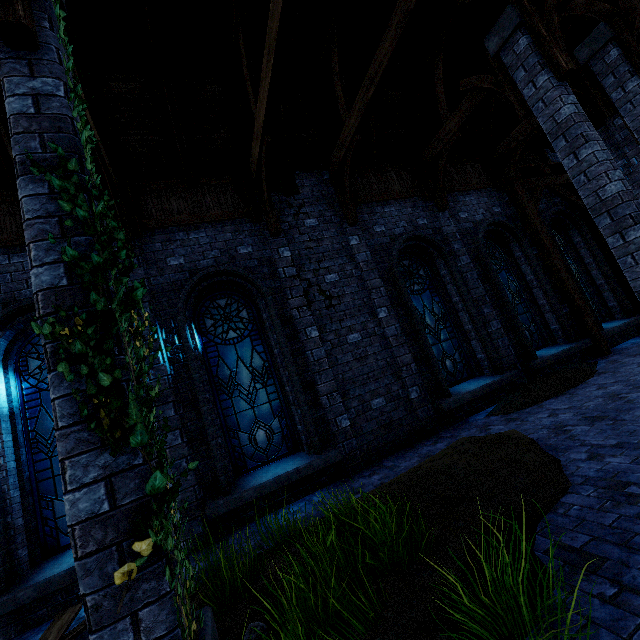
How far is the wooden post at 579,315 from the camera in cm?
896

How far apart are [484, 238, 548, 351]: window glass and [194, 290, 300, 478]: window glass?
6.52m

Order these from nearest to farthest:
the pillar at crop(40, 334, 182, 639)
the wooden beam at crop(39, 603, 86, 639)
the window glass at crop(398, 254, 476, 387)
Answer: the pillar at crop(40, 334, 182, 639) → the wooden beam at crop(39, 603, 86, 639) → the window glass at crop(398, 254, 476, 387)

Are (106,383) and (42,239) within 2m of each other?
yes

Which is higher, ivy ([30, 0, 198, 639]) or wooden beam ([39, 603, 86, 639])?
ivy ([30, 0, 198, 639])

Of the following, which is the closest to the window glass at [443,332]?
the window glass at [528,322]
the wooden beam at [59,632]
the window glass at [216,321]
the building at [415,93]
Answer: the building at [415,93]

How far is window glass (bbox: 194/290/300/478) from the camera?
6.3m

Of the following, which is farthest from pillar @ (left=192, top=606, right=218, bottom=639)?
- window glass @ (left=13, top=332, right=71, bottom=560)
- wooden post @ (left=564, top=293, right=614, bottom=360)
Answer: wooden post @ (left=564, top=293, right=614, bottom=360)
